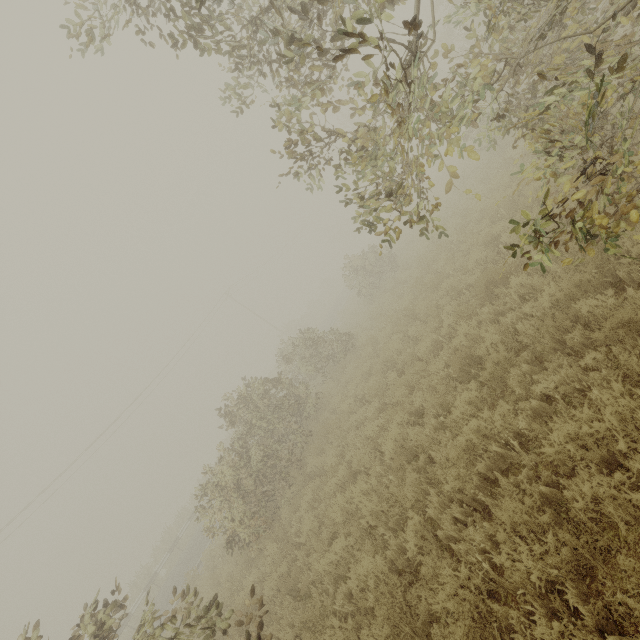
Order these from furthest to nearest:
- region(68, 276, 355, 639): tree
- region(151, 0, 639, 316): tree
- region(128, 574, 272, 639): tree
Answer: region(68, 276, 355, 639): tree < region(128, 574, 272, 639): tree < region(151, 0, 639, 316): tree

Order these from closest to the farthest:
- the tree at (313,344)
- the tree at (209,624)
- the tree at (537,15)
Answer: the tree at (537,15), the tree at (209,624), the tree at (313,344)

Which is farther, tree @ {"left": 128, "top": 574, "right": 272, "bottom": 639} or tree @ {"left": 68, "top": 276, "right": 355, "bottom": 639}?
tree @ {"left": 68, "top": 276, "right": 355, "bottom": 639}

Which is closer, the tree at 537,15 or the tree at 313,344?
the tree at 537,15

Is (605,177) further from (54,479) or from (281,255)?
(281,255)
